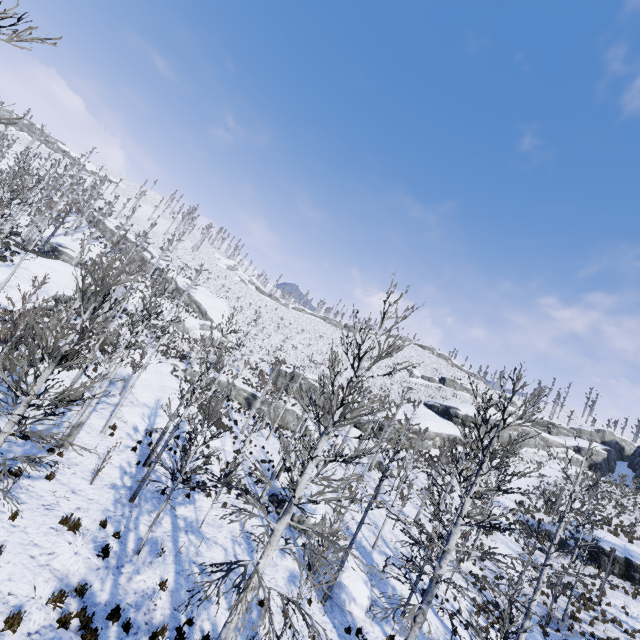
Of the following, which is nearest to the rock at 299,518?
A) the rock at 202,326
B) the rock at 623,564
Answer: the rock at 623,564

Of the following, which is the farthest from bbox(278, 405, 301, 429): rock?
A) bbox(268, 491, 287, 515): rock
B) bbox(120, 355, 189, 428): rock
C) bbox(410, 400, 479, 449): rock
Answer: bbox(268, 491, 287, 515): rock

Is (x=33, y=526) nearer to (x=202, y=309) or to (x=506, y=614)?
(x=506, y=614)

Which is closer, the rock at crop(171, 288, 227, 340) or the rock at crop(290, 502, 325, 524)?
the rock at crop(290, 502, 325, 524)

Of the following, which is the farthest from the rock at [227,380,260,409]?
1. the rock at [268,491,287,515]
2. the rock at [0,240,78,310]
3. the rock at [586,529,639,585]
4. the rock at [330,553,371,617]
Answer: the rock at [586,529,639,585]

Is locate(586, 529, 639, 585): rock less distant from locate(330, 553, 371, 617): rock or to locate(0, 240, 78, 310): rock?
locate(330, 553, 371, 617): rock

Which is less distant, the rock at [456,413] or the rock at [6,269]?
the rock at [6,269]

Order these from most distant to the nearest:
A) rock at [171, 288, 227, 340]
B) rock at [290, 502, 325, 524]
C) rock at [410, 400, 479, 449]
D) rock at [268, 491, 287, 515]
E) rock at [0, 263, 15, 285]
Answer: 1. rock at [171, 288, 227, 340]
2. rock at [410, 400, 479, 449]
3. rock at [0, 263, 15, 285]
4. rock at [268, 491, 287, 515]
5. rock at [290, 502, 325, 524]
